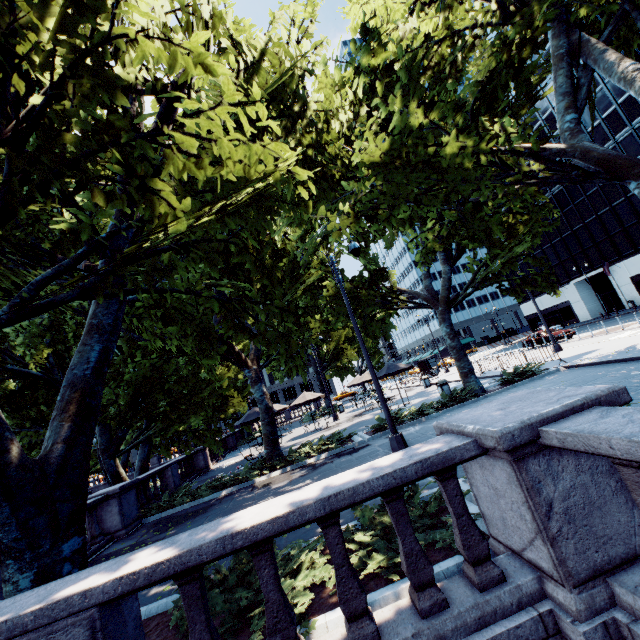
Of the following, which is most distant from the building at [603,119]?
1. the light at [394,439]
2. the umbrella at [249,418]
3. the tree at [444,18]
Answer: the umbrella at [249,418]

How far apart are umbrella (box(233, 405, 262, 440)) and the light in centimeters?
1022cm

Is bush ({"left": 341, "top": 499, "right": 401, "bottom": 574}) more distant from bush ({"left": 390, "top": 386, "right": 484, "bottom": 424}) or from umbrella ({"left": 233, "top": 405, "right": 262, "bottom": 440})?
umbrella ({"left": 233, "top": 405, "right": 262, "bottom": 440})

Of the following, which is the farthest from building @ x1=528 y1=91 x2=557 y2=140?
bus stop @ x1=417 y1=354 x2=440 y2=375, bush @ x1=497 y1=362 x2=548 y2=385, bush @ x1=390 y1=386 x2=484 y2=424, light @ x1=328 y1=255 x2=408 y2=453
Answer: light @ x1=328 y1=255 x2=408 y2=453

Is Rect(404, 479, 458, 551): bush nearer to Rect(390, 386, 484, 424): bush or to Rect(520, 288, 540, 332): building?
Rect(390, 386, 484, 424): bush

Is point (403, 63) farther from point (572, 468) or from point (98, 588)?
point (98, 588)

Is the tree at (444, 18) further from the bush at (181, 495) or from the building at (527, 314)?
the building at (527, 314)

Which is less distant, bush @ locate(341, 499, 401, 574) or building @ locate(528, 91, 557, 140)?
bush @ locate(341, 499, 401, 574)
